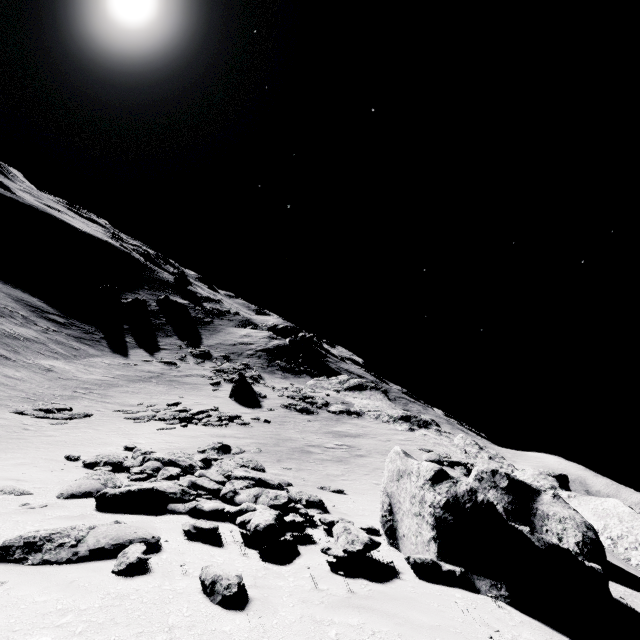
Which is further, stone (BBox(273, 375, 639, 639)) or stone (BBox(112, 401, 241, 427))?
stone (BBox(112, 401, 241, 427))

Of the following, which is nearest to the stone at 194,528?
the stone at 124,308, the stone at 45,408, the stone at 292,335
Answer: the stone at 45,408

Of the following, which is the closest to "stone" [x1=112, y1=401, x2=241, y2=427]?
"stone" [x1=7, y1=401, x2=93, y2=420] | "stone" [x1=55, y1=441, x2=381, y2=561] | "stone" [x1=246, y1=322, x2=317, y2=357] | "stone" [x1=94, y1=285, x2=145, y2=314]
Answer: "stone" [x1=7, y1=401, x2=93, y2=420]

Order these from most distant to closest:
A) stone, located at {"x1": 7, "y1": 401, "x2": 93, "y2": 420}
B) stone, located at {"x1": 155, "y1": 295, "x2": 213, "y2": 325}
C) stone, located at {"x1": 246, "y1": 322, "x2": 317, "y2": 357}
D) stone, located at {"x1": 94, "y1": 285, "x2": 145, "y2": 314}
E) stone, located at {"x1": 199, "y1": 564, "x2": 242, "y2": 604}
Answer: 1. stone, located at {"x1": 155, "y1": 295, "x2": 213, "y2": 325}
2. stone, located at {"x1": 246, "y1": 322, "x2": 317, "y2": 357}
3. stone, located at {"x1": 94, "y1": 285, "x2": 145, "y2": 314}
4. stone, located at {"x1": 7, "y1": 401, "x2": 93, "y2": 420}
5. stone, located at {"x1": 199, "y1": 564, "x2": 242, "y2": 604}

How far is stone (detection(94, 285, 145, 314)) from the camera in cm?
4695

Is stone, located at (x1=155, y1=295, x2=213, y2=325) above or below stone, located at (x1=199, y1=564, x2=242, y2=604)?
below

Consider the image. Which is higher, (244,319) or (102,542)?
(244,319)

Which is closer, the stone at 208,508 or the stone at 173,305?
the stone at 208,508
